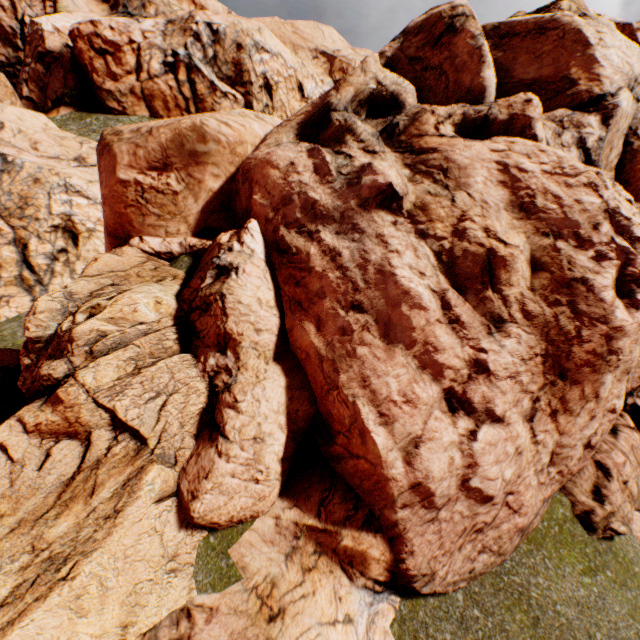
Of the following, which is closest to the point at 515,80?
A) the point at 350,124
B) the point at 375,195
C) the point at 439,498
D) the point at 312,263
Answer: the point at 350,124
